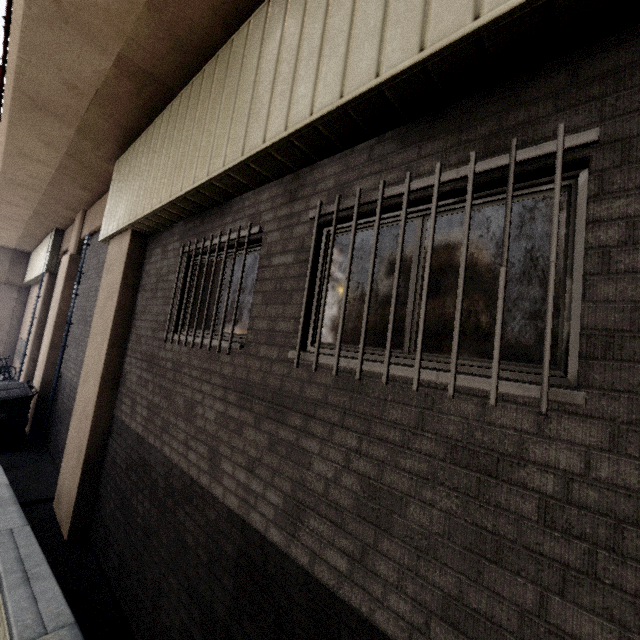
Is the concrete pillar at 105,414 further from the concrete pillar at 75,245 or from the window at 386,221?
the window at 386,221

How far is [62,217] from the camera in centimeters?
1133cm

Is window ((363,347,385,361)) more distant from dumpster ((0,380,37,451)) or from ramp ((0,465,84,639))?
dumpster ((0,380,37,451))

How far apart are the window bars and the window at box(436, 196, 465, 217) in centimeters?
16cm

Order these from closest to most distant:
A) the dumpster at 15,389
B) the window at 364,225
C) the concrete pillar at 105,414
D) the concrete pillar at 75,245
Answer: the window at 364,225 → the concrete pillar at 105,414 → the dumpster at 15,389 → the concrete pillar at 75,245

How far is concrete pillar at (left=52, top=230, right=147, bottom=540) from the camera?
5.3m

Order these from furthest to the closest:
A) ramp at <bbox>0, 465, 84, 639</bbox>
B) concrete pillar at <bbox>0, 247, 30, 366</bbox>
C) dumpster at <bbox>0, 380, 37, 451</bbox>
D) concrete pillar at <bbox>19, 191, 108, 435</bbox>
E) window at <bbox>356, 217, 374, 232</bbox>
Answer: concrete pillar at <bbox>0, 247, 30, 366</bbox>
concrete pillar at <bbox>19, 191, 108, 435</bbox>
dumpster at <bbox>0, 380, 37, 451</bbox>
window at <bbox>356, 217, 374, 232</bbox>
ramp at <bbox>0, 465, 84, 639</bbox>
